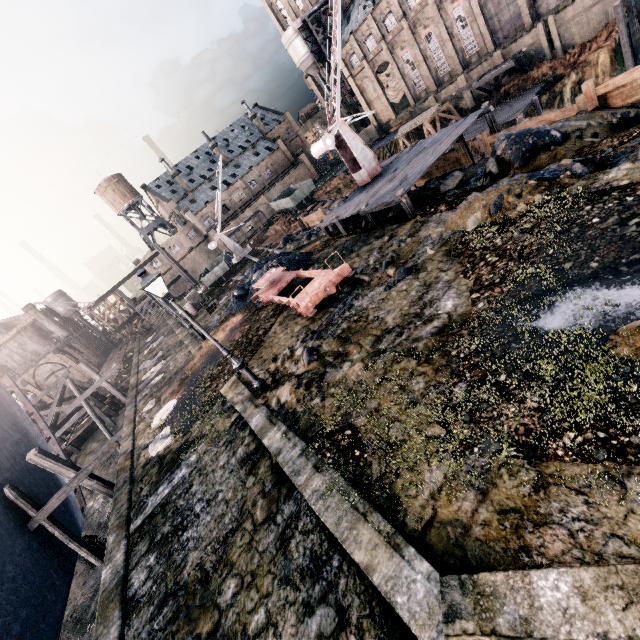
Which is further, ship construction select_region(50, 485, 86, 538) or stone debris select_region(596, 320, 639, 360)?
ship construction select_region(50, 485, 86, 538)

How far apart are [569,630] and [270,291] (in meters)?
17.16

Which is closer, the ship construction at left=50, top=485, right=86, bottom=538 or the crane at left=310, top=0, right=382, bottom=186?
the ship construction at left=50, top=485, right=86, bottom=538

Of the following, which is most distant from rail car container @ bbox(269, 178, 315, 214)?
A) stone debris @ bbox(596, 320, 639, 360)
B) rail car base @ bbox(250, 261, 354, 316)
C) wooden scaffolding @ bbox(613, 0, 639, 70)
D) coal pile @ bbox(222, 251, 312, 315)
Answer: stone debris @ bbox(596, 320, 639, 360)

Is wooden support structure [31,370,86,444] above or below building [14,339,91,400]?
below

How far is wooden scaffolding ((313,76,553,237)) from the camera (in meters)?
16.81

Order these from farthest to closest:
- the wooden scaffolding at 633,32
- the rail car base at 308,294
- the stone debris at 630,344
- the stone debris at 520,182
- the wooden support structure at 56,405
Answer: the wooden support structure at 56,405
the wooden scaffolding at 633,32
the rail car base at 308,294
the stone debris at 520,182
the stone debris at 630,344

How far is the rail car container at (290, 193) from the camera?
50.56m
